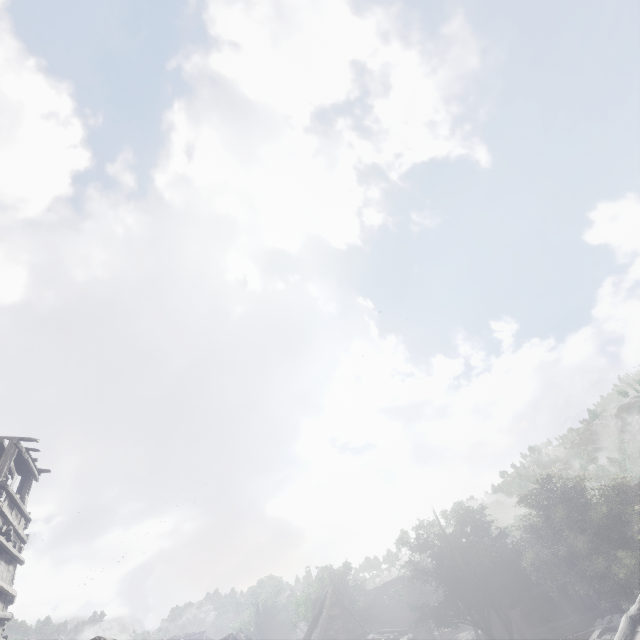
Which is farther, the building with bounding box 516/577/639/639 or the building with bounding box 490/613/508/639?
the building with bounding box 490/613/508/639

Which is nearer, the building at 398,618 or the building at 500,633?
the building at 398,618

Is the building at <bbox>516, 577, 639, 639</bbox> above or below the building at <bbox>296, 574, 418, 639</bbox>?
below

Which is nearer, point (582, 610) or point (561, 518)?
point (561, 518)

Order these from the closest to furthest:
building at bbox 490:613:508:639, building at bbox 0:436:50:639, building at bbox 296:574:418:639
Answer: building at bbox 0:436:50:639, building at bbox 296:574:418:639, building at bbox 490:613:508:639
